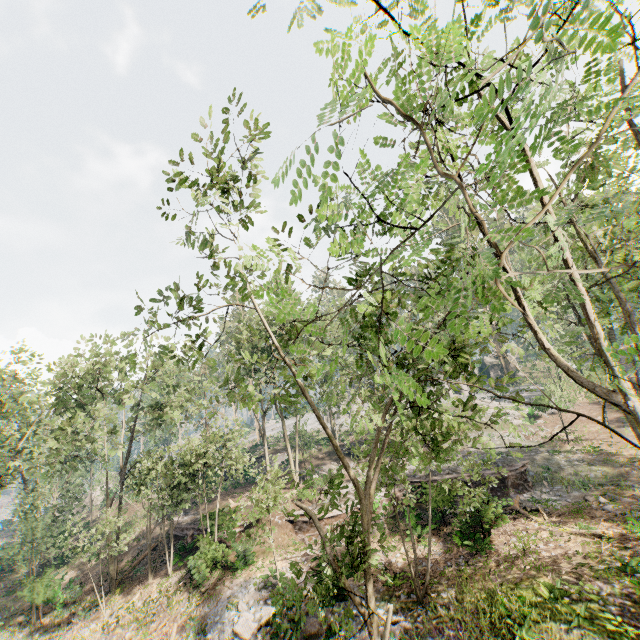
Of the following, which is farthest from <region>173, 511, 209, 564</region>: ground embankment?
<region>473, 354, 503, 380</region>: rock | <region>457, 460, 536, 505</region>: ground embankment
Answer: <region>473, 354, 503, 380</region>: rock

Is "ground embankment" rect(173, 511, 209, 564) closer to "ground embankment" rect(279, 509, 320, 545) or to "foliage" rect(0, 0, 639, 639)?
"foliage" rect(0, 0, 639, 639)

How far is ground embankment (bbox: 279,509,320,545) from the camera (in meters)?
22.20

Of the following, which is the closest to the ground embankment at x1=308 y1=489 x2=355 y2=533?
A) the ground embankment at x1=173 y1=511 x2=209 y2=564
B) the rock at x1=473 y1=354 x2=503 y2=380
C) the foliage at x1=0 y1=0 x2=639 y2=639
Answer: the foliage at x1=0 y1=0 x2=639 y2=639

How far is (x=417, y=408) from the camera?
9.6m

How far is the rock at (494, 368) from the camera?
53.0 meters

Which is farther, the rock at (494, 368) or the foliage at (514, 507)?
the rock at (494, 368)

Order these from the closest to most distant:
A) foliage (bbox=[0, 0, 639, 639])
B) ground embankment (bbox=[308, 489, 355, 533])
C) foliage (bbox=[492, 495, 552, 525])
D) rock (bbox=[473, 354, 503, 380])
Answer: foliage (bbox=[0, 0, 639, 639])
foliage (bbox=[492, 495, 552, 525])
ground embankment (bbox=[308, 489, 355, 533])
rock (bbox=[473, 354, 503, 380])
